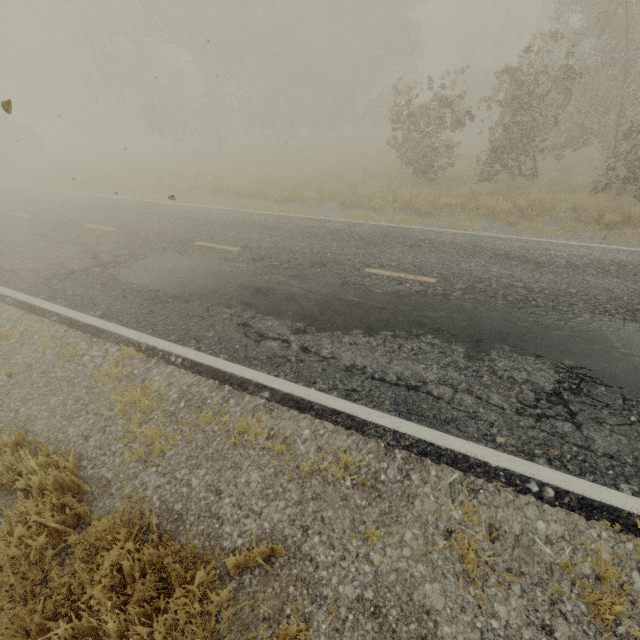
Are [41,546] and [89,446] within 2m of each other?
yes
